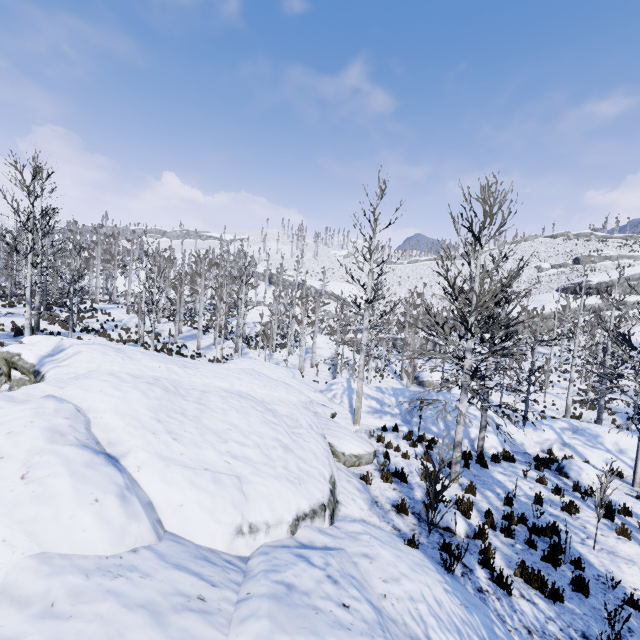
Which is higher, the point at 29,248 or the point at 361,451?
the point at 29,248

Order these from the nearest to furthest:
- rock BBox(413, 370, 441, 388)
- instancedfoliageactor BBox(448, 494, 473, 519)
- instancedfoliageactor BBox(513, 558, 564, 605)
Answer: instancedfoliageactor BBox(513, 558, 564, 605) → instancedfoliageactor BBox(448, 494, 473, 519) → rock BBox(413, 370, 441, 388)

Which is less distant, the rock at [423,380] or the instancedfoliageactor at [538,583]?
the instancedfoliageactor at [538,583]

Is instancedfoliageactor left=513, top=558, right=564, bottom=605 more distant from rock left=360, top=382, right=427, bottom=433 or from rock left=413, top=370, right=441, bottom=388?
rock left=413, top=370, right=441, bottom=388

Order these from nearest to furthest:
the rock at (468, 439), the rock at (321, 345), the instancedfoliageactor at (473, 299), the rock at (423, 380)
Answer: the instancedfoliageactor at (473, 299) → the rock at (468, 439) → the rock at (423, 380) → the rock at (321, 345)

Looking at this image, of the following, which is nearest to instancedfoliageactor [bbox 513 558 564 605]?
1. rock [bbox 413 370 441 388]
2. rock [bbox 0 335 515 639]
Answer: rock [bbox 0 335 515 639]

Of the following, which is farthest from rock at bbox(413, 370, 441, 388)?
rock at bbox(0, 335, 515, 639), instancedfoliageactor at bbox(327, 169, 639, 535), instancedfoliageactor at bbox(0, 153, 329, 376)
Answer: rock at bbox(0, 335, 515, 639)

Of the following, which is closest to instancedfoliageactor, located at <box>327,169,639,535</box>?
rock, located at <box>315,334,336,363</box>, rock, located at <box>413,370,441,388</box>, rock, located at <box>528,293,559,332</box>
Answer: rock, located at <box>413,370,441,388</box>
